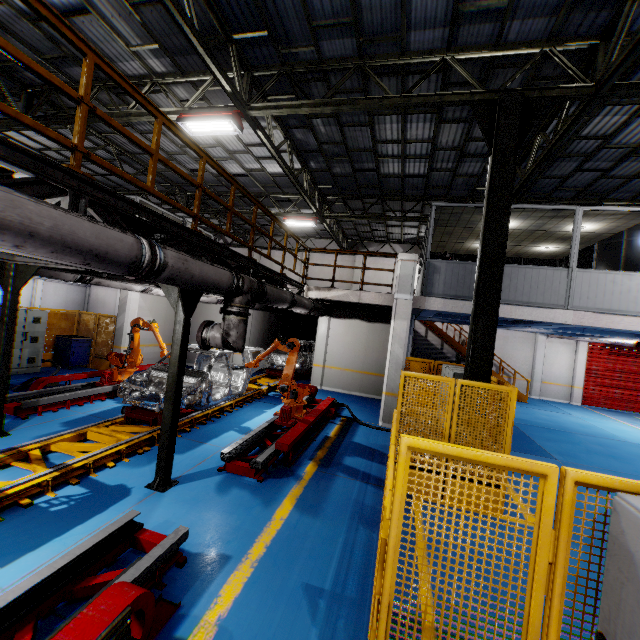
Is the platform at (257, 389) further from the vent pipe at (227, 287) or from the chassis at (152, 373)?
the vent pipe at (227, 287)

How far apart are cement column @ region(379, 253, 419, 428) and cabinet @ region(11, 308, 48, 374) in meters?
11.9

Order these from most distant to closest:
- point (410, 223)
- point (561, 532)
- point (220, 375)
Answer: point (410, 223), point (220, 375), point (561, 532)

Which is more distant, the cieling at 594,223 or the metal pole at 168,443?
the cieling at 594,223

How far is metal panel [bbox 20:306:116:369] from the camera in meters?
12.3

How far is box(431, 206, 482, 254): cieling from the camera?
10.44m

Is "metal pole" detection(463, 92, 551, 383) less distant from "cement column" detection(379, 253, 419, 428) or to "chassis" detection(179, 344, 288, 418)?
"cement column" detection(379, 253, 419, 428)

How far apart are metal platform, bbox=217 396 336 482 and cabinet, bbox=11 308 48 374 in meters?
9.2 m
